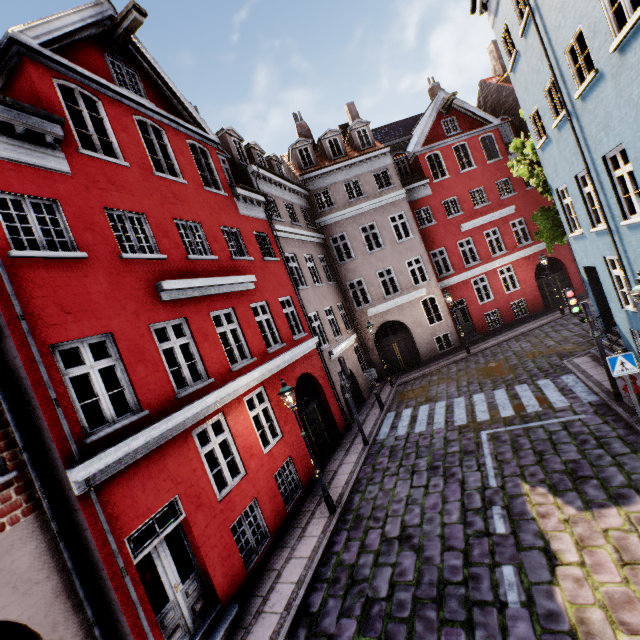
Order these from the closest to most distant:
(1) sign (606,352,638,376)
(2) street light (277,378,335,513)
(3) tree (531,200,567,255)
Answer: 1. (1) sign (606,352,638,376)
2. (2) street light (277,378,335,513)
3. (3) tree (531,200,567,255)

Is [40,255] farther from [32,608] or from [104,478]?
[32,608]

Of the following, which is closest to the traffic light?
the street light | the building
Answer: the building

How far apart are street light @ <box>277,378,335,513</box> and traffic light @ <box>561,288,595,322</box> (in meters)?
8.04

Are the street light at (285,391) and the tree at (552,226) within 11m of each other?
no

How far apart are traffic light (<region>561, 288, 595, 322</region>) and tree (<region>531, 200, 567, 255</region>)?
6.9m

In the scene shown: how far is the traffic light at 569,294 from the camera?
8.9 meters

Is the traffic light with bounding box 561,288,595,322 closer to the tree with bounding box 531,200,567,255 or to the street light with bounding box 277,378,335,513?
the tree with bounding box 531,200,567,255
